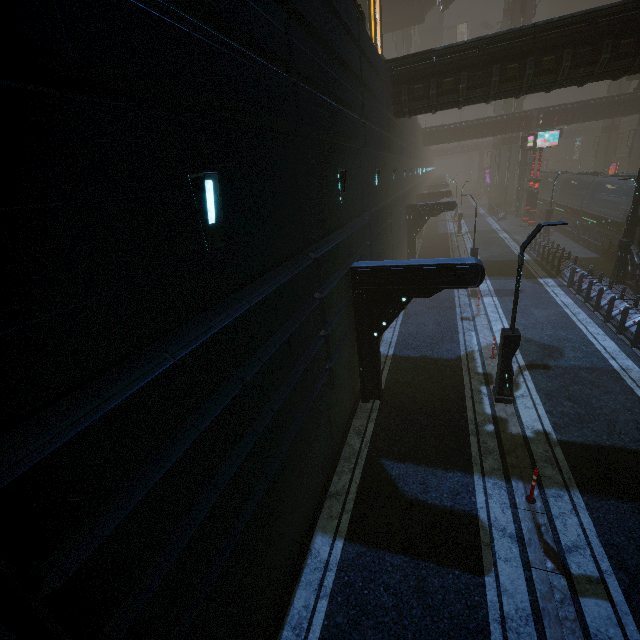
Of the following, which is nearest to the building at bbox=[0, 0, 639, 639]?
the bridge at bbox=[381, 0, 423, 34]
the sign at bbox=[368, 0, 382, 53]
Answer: the sign at bbox=[368, 0, 382, 53]

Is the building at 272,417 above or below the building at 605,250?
above

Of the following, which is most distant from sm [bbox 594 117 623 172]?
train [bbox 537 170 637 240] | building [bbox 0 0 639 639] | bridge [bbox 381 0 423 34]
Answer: bridge [bbox 381 0 423 34]

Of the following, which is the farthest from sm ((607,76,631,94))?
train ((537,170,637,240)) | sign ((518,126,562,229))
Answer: sign ((518,126,562,229))

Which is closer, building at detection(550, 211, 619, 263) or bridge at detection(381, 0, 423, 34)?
building at detection(550, 211, 619, 263)

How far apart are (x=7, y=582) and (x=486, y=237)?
38.52m

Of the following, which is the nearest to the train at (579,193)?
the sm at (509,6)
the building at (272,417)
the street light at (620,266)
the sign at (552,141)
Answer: the building at (272,417)

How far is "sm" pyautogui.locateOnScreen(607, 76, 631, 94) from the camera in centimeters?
4781cm
